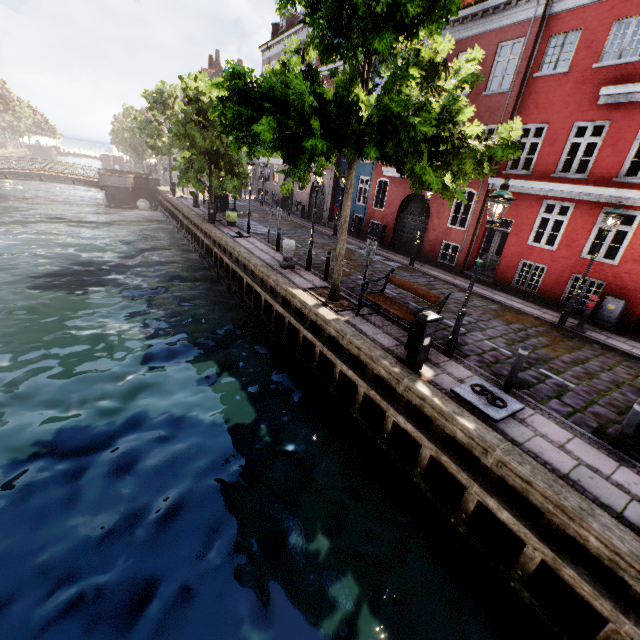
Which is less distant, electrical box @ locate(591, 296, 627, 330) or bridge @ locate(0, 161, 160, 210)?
electrical box @ locate(591, 296, 627, 330)

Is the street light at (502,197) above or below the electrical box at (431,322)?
above

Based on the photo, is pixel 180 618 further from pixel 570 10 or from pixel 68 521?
pixel 570 10

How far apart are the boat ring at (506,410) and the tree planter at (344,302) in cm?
399

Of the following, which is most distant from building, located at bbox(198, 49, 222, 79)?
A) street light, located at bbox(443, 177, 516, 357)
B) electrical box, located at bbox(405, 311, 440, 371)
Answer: electrical box, located at bbox(405, 311, 440, 371)

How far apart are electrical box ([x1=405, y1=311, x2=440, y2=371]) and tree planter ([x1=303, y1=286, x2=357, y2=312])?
3.0 meters

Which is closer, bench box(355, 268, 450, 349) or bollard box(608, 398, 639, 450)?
bollard box(608, 398, 639, 450)

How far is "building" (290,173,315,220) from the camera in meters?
26.3
